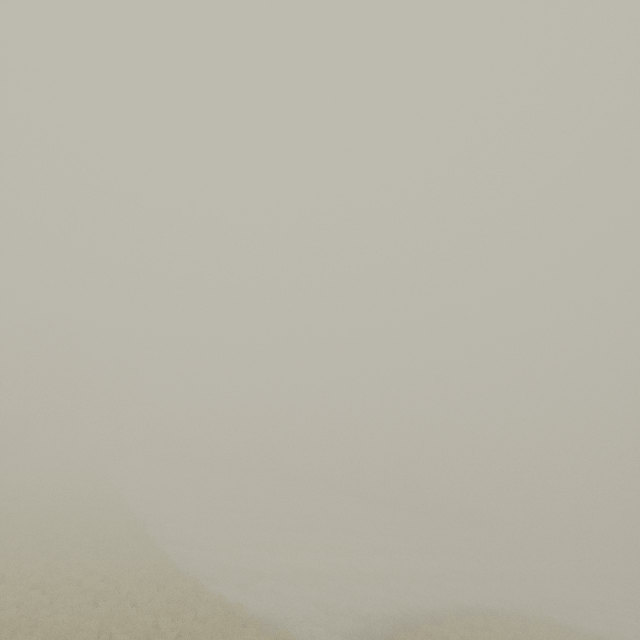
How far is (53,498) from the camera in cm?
2628
